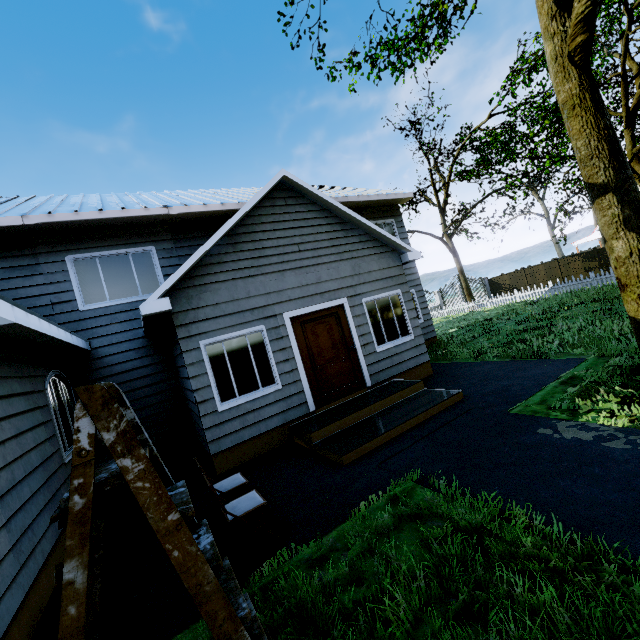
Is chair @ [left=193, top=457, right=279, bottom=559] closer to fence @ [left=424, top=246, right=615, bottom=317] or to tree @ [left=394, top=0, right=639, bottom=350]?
fence @ [left=424, top=246, right=615, bottom=317]

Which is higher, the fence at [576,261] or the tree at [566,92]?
the tree at [566,92]

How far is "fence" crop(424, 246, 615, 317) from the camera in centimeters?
1797cm

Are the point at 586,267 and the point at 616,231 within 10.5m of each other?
no

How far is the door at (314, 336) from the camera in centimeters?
719cm

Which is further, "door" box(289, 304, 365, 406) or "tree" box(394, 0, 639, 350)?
"door" box(289, 304, 365, 406)

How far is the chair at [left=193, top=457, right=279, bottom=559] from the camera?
3.50m

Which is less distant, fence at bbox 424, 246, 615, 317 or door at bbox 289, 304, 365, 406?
door at bbox 289, 304, 365, 406
